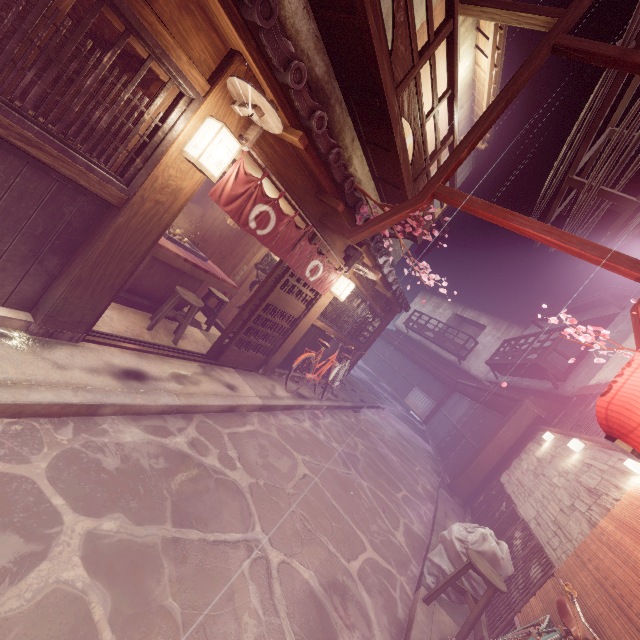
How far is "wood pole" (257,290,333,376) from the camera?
11.77m

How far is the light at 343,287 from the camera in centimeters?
1159cm

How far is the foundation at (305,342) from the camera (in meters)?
13.41

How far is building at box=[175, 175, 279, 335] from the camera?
13.34m

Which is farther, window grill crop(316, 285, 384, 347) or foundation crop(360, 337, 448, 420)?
foundation crop(360, 337, 448, 420)

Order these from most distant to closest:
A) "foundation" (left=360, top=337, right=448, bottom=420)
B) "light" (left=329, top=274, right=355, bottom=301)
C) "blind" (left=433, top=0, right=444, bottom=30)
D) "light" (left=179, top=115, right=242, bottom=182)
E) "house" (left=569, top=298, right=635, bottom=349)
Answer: "foundation" (left=360, top=337, right=448, bottom=420)
"house" (left=569, top=298, right=635, bottom=349)
"light" (left=329, top=274, right=355, bottom=301)
"blind" (left=433, top=0, right=444, bottom=30)
"light" (left=179, top=115, right=242, bottom=182)

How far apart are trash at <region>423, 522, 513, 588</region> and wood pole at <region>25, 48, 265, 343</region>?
9.2 meters

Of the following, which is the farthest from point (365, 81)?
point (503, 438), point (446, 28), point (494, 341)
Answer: point (494, 341)
